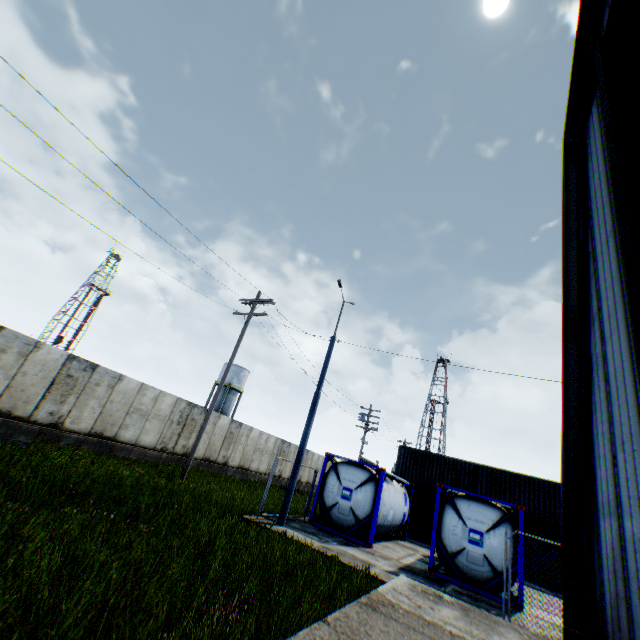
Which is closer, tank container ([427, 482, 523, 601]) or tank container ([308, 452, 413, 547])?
tank container ([427, 482, 523, 601])

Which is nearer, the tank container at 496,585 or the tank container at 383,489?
the tank container at 496,585

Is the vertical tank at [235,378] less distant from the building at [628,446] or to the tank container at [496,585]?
the tank container at [496,585]

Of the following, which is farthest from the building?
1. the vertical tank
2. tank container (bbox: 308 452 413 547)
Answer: the vertical tank

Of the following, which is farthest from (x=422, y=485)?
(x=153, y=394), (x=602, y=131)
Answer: (x=602, y=131)

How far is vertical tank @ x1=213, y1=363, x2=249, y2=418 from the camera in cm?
4575

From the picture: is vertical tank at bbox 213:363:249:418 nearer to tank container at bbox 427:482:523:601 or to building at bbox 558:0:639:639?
tank container at bbox 427:482:523:601
